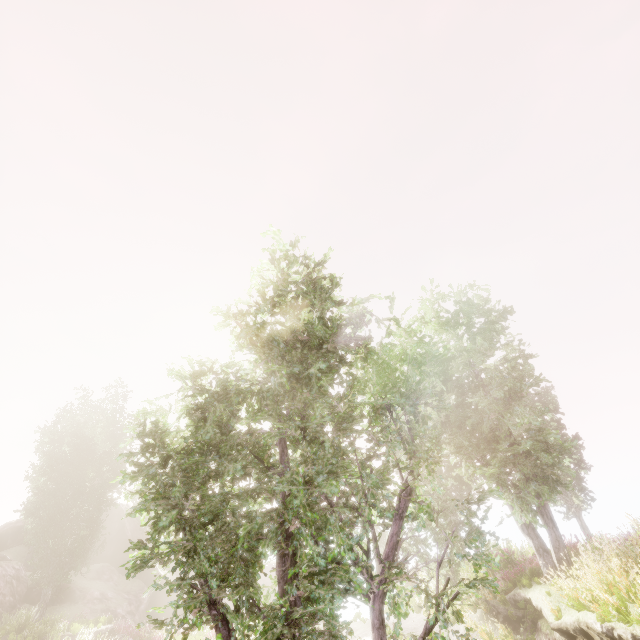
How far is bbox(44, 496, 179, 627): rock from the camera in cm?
2462

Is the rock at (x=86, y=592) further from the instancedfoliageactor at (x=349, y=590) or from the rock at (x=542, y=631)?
the rock at (x=542, y=631)

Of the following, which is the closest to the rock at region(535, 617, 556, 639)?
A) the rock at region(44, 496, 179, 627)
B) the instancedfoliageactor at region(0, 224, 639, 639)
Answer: the instancedfoliageactor at region(0, 224, 639, 639)

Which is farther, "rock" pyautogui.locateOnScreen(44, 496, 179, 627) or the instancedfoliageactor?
"rock" pyautogui.locateOnScreen(44, 496, 179, 627)

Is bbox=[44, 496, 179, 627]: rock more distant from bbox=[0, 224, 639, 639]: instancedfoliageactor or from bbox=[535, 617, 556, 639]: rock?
bbox=[535, 617, 556, 639]: rock

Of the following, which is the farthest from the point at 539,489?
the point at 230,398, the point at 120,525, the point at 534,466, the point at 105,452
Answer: the point at 120,525
